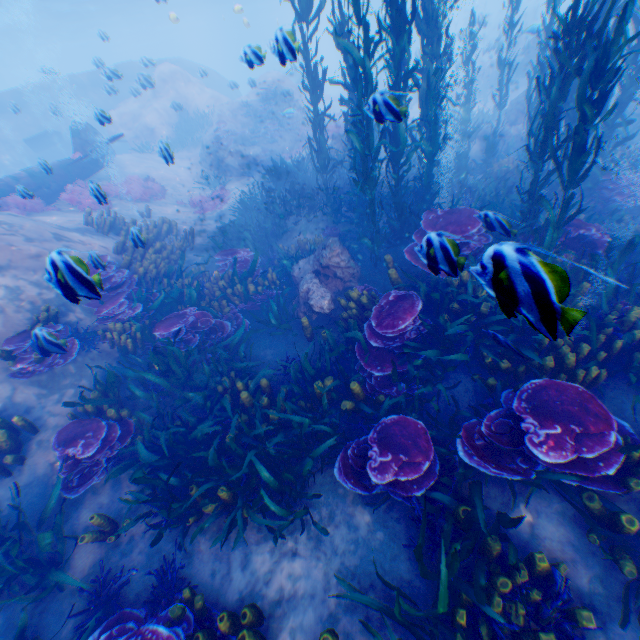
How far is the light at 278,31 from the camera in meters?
4.0

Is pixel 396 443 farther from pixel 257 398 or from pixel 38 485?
pixel 38 485

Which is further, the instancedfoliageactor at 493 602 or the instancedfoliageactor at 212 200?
the instancedfoliageactor at 212 200

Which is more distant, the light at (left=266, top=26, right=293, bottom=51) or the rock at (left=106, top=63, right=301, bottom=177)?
the rock at (left=106, top=63, right=301, bottom=177)

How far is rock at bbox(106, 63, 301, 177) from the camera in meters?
18.8

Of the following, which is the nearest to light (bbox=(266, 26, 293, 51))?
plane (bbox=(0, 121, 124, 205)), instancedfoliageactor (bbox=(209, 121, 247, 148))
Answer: plane (bbox=(0, 121, 124, 205))

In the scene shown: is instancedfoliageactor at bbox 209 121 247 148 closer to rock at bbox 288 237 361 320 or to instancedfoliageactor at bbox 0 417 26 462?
rock at bbox 288 237 361 320

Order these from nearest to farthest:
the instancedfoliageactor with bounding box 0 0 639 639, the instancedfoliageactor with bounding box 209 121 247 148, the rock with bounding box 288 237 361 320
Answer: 1. the instancedfoliageactor with bounding box 0 0 639 639
2. the rock with bounding box 288 237 361 320
3. the instancedfoliageactor with bounding box 209 121 247 148
